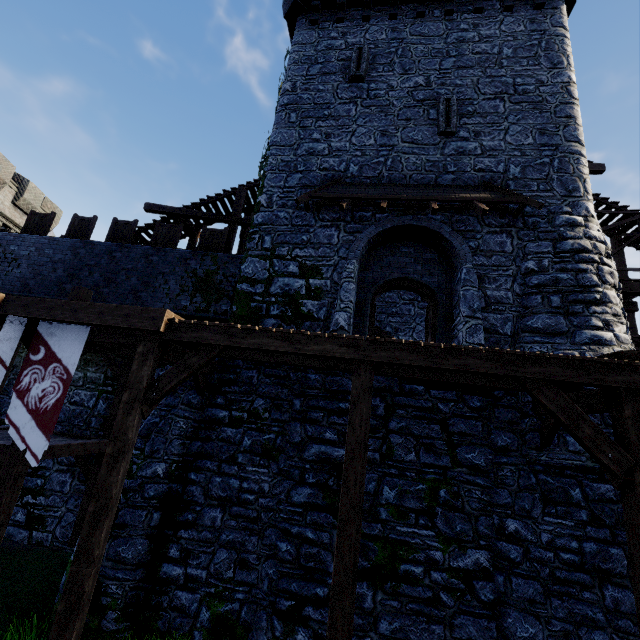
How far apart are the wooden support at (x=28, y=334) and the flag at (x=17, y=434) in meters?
0.8 m

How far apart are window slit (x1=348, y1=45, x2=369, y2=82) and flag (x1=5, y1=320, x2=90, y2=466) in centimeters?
1129cm

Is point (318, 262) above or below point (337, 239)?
below

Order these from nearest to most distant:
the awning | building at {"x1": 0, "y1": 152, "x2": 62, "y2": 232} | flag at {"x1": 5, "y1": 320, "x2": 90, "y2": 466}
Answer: flag at {"x1": 5, "y1": 320, "x2": 90, "y2": 466}
the awning
building at {"x1": 0, "y1": 152, "x2": 62, "y2": 232}

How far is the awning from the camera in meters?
8.4 m

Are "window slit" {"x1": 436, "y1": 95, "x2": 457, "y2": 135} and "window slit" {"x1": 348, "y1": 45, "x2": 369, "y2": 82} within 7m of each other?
yes

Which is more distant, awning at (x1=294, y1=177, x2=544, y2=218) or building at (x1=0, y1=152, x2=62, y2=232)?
building at (x1=0, y1=152, x2=62, y2=232)

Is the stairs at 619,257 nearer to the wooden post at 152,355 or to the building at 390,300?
the building at 390,300
